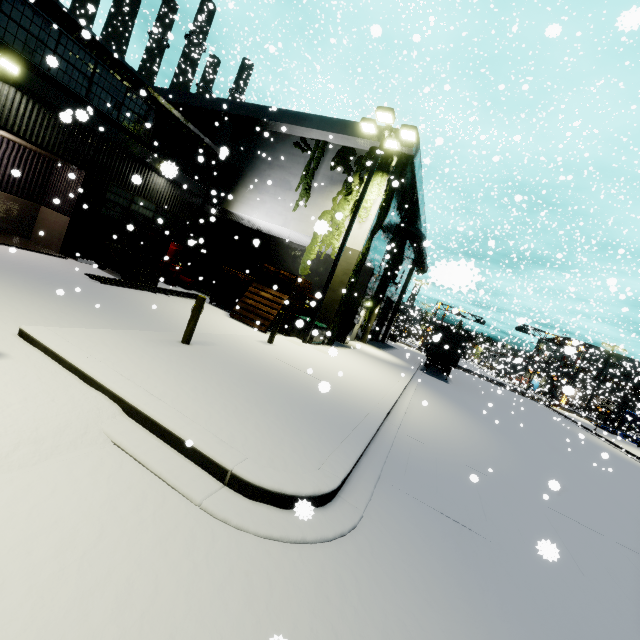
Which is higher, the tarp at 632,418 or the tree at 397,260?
the tree at 397,260

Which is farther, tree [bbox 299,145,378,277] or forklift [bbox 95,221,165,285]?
tree [bbox 299,145,378,277]

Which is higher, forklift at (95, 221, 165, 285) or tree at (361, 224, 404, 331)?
tree at (361, 224, 404, 331)

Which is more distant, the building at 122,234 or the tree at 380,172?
the tree at 380,172

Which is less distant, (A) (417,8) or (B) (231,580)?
(B) (231,580)

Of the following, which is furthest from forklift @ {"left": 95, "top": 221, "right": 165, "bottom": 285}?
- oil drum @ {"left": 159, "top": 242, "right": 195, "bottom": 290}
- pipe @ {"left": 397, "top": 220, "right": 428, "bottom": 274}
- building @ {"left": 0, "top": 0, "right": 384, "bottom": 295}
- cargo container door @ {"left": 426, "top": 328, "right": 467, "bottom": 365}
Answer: cargo container door @ {"left": 426, "top": 328, "right": 467, "bottom": 365}

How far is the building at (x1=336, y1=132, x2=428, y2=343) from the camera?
15.40m

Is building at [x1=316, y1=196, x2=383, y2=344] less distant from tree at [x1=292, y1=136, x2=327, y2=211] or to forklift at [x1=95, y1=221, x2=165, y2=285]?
tree at [x1=292, y1=136, x2=327, y2=211]
